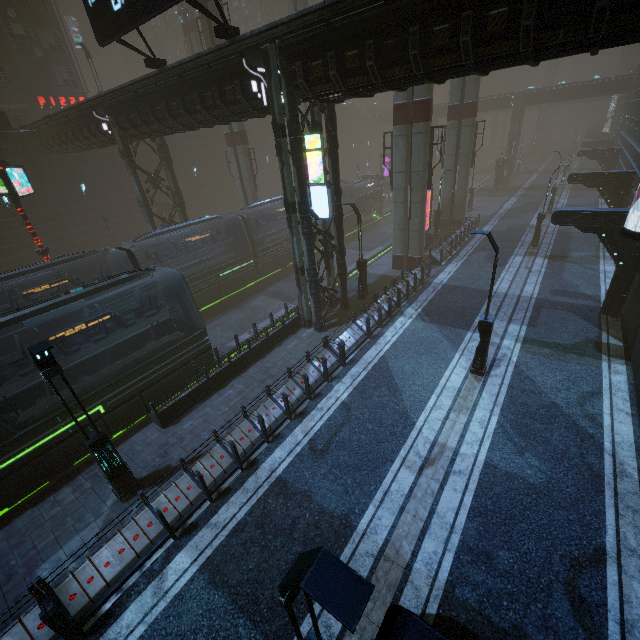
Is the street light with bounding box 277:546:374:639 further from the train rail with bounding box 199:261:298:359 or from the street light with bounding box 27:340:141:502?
the train rail with bounding box 199:261:298:359

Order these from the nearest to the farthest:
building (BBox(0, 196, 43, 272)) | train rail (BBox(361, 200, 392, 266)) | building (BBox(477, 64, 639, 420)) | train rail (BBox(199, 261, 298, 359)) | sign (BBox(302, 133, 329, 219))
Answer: sign (BBox(302, 133, 329, 219)) < building (BBox(477, 64, 639, 420)) < train rail (BBox(199, 261, 298, 359)) < building (BBox(0, 196, 43, 272)) < train rail (BBox(361, 200, 392, 266))

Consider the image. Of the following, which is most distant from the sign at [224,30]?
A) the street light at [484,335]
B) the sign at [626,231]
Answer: the sign at [626,231]

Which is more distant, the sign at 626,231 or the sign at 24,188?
the sign at 24,188

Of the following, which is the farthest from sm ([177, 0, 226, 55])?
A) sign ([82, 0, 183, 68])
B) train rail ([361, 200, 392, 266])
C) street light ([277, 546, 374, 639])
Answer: street light ([277, 546, 374, 639])

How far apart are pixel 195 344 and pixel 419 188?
16.0m

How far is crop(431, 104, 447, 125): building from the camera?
54.8 meters

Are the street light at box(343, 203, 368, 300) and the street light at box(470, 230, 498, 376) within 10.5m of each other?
A: yes
